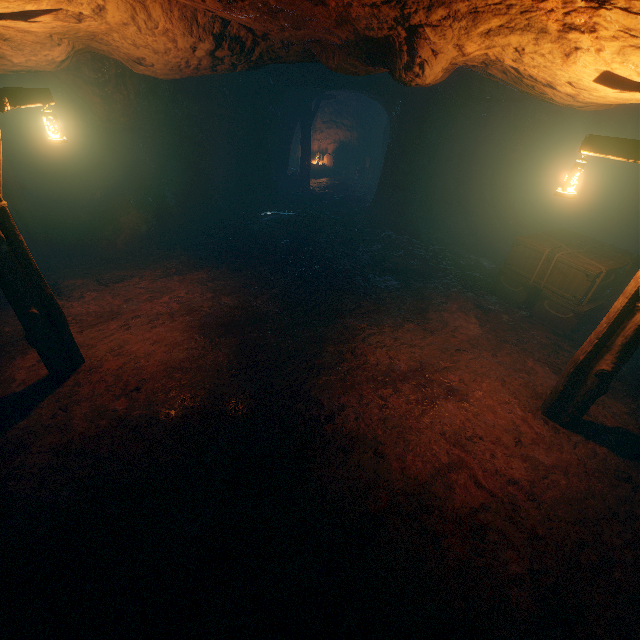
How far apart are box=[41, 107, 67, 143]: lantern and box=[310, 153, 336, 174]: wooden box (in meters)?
17.15

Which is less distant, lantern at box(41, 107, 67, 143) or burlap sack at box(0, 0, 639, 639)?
burlap sack at box(0, 0, 639, 639)

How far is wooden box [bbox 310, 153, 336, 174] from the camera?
20.41m

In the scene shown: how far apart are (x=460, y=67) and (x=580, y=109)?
4.4 meters

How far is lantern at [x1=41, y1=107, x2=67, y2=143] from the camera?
4.7 meters

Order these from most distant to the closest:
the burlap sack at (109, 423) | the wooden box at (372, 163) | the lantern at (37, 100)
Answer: the wooden box at (372, 163) → the lantern at (37, 100) → the burlap sack at (109, 423)

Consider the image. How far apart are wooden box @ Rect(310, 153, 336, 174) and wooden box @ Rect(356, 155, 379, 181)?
1.57m

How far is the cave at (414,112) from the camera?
10.9 meters
